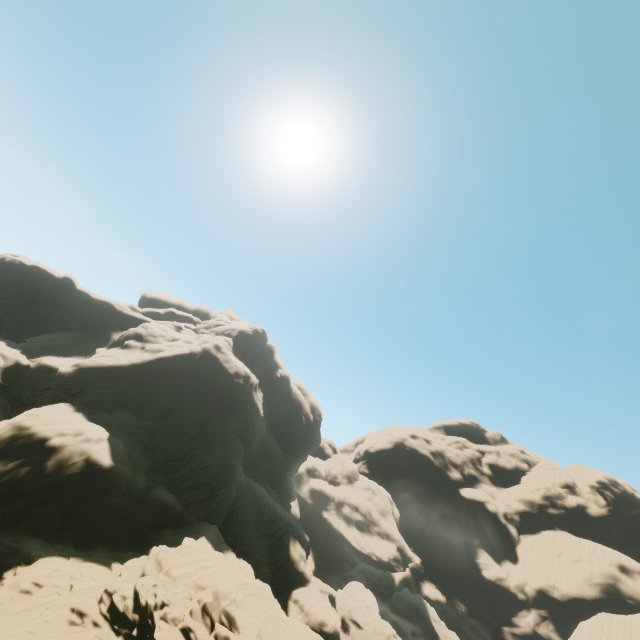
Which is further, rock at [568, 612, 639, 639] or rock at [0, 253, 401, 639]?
rock at [568, 612, 639, 639]

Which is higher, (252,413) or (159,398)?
(252,413)

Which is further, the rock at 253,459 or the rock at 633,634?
the rock at 633,634
